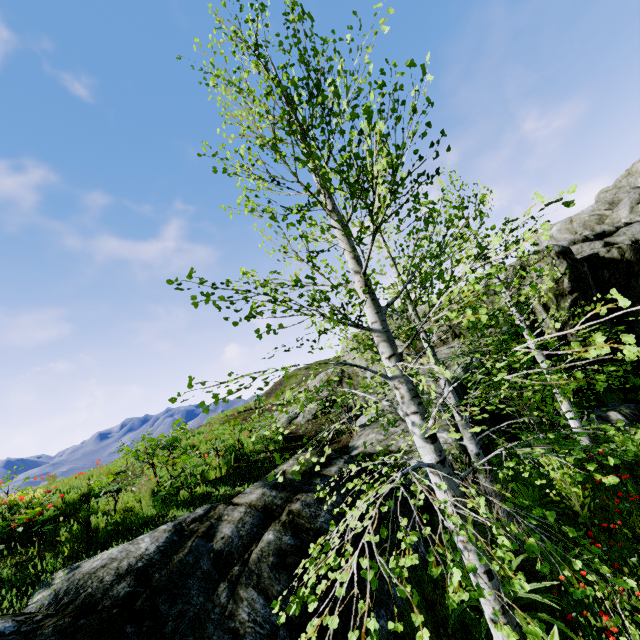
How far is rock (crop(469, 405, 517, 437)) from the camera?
11.1 meters

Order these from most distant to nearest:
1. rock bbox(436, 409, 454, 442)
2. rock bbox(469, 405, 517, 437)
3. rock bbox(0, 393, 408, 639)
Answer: rock bbox(469, 405, 517, 437), rock bbox(436, 409, 454, 442), rock bbox(0, 393, 408, 639)

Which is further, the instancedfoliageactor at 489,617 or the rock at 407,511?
the rock at 407,511

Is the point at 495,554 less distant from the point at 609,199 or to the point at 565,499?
the point at 565,499

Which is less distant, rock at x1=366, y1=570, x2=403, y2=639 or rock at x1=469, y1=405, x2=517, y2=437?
rock at x1=366, y1=570, x2=403, y2=639

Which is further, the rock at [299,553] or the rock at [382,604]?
the rock at [382,604]
